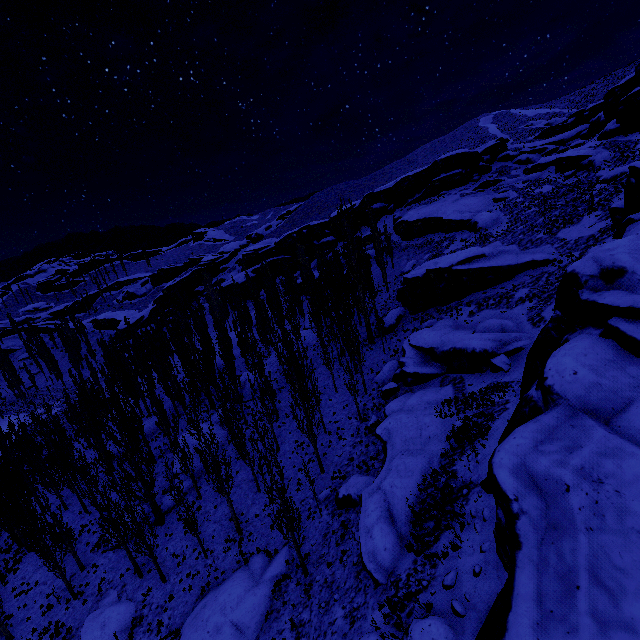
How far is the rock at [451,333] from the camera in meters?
23.1 m

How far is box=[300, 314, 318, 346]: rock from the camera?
45.0m

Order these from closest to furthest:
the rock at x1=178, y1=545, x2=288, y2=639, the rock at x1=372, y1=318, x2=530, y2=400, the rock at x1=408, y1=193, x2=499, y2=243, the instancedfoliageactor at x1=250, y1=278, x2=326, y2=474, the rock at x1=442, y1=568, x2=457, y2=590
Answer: the rock at x1=442, y1=568, x2=457, y2=590 → the rock at x1=178, y1=545, x2=288, y2=639 → the instancedfoliageactor at x1=250, y1=278, x2=326, y2=474 → the rock at x1=372, y1=318, x2=530, y2=400 → the rock at x1=408, y1=193, x2=499, y2=243

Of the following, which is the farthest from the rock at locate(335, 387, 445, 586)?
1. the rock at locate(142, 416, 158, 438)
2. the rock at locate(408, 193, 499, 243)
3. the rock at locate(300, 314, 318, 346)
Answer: the rock at locate(142, 416, 158, 438)

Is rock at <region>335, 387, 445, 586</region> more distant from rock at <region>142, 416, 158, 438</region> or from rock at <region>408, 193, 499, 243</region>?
rock at <region>142, 416, 158, 438</region>

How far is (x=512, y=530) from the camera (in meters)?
8.03

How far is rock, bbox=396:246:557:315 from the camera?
29.88m
